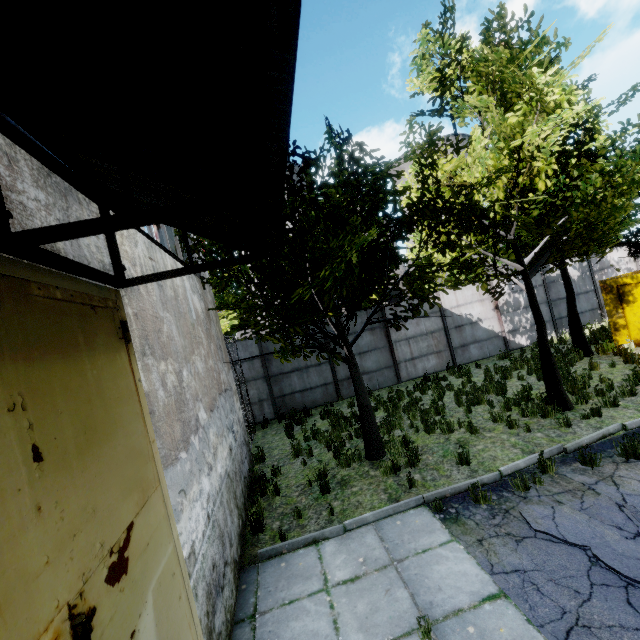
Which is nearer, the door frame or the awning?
the awning

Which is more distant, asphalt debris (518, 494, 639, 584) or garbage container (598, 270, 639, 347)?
garbage container (598, 270, 639, 347)

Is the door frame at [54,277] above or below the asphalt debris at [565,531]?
above

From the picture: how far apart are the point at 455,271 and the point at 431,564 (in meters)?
7.81

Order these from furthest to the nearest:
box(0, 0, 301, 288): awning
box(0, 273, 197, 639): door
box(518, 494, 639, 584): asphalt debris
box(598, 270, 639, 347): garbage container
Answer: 1. box(598, 270, 639, 347): garbage container
2. box(518, 494, 639, 584): asphalt debris
3. box(0, 273, 197, 639): door
4. box(0, 0, 301, 288): awning

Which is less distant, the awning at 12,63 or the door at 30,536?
the awning at 12,63

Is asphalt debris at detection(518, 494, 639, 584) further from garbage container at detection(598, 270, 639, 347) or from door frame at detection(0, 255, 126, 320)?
garbage container at detection(598, 270, 639, 347)

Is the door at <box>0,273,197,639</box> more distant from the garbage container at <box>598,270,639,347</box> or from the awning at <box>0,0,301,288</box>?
the garbage container at <box>598,270,639,347</box>
